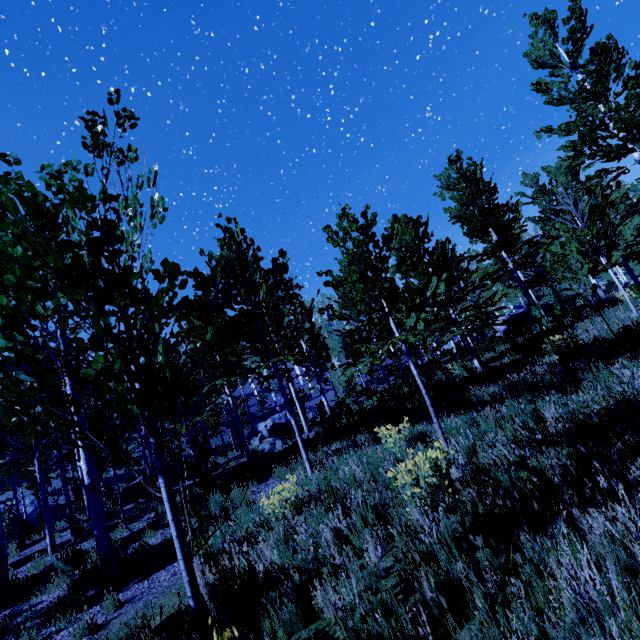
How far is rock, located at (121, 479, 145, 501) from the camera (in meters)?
14.73

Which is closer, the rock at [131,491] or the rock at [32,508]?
the rock at [131,491]

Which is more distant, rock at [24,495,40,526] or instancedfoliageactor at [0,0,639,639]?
rock at [24,495,40,526]

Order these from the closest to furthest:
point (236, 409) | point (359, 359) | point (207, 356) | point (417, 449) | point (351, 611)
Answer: point (351, 611)
point (417, 449)
point (359, 359)
point (236, 409)
point (207, 356)

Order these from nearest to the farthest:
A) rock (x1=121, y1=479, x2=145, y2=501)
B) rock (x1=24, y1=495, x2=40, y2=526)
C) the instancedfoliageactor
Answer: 1. the instancedfoliageactor
2. rock (x1=121, y1=479, x2=145, y2=501)
3. rock (x1=24, y1=495, x2=40, y2=526)

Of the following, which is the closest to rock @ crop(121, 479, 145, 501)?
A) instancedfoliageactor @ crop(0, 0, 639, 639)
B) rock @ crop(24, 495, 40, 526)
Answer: instancedfoliageactor @ crop(0, 0, 639, 639)

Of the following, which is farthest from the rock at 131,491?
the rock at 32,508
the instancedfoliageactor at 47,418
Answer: the rock at 32,508
